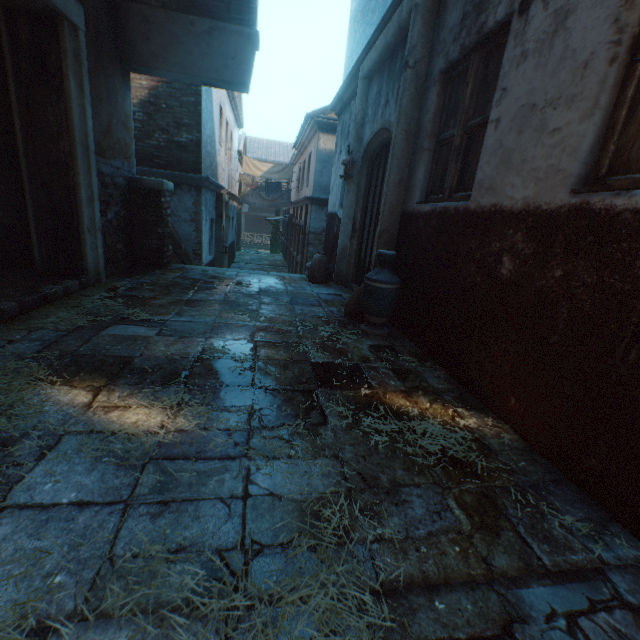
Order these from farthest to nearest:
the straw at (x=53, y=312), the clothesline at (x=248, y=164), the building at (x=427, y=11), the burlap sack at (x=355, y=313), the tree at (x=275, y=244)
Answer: the tree at (x=275, y=244), the clothesline at (x=248, y=164), the burlap sack at (x=355, y=313), the straw at (x=53, y=312), the building at (x=427, y=11)

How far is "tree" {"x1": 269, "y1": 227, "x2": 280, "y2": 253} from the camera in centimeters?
2881cm

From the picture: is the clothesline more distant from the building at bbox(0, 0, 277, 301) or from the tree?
the tree

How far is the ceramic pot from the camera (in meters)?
3.51

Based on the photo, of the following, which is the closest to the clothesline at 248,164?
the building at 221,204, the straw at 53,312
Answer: the building at 221,204

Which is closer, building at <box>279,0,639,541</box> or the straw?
building at <box>279,0,639,541</box>

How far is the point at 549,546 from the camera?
1.3 meters

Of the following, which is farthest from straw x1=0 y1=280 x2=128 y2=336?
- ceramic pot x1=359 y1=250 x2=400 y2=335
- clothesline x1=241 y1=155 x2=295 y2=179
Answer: clothesline x1=241 y1=155 x2=295 y2=179
